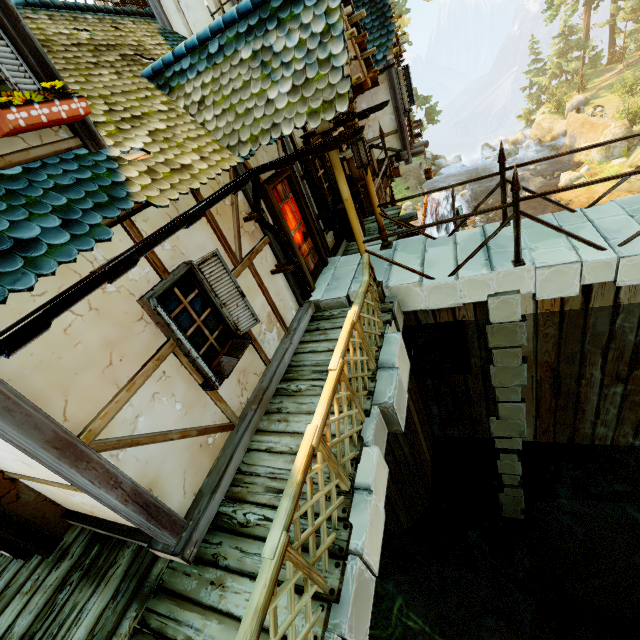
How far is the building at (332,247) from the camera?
6.9 meters

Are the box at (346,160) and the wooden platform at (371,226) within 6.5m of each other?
yes

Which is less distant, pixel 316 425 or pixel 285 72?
pixel 316 425

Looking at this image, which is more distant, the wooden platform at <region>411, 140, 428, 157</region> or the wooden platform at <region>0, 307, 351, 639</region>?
the wooden platform at <region>411, 140, 428, 157</region>

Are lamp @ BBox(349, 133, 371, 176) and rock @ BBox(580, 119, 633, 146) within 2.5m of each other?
no

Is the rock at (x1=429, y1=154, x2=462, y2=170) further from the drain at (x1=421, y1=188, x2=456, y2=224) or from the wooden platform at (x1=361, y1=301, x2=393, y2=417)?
the wooden platform at (x1=361, y1=301, x2=393, y2=417)

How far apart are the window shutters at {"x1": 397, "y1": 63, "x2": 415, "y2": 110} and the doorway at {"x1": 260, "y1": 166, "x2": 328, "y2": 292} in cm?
643

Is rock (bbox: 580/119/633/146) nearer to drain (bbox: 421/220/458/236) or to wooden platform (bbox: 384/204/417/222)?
drain (bbox: 421/220/458/236)
